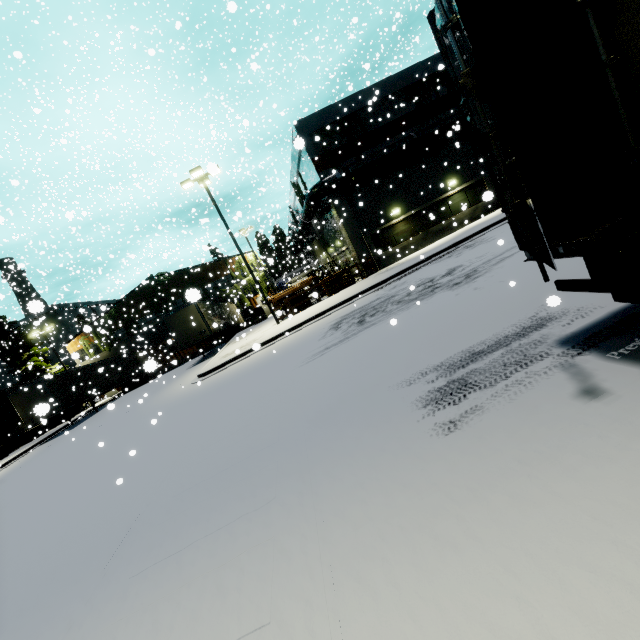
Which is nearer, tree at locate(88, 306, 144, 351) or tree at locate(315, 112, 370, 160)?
tree at locate(315, 112, 370, 160)

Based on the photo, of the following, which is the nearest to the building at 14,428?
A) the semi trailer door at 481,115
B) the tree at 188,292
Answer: the tree at 188,292

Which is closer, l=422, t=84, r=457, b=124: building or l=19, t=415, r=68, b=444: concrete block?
l=422, t=84, r=457, b=124: building

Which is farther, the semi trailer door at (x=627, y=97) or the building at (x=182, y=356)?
the building at (x=182, y=356)

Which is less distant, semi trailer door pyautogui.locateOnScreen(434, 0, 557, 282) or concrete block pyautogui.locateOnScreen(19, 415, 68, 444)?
semi trailer door pyautogui.locateOnScreen(434, 0, 557, 282)

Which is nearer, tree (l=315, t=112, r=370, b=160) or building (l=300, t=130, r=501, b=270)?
tree (l=315, t=112, r=370, b=160)

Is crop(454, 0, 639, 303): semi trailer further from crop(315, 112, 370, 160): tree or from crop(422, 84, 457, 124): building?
crop(315, 112, 370, 160): tree

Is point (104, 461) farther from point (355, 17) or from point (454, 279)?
point (355, 17)
